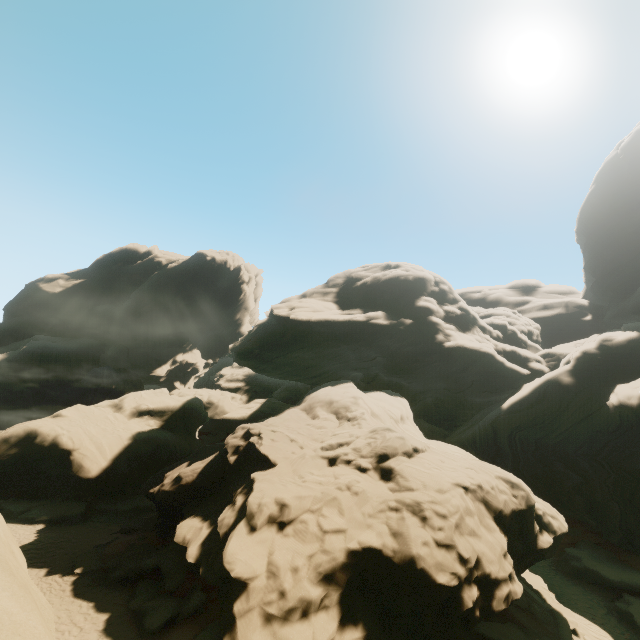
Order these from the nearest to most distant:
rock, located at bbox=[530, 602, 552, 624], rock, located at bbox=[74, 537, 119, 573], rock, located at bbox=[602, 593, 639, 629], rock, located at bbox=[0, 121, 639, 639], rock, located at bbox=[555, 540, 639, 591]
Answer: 1. rock, located at bbox=[0, 121, 639, 639]
2. rock, located at bbox=[530, 602, 552, 624]
3. rock, located at bbox=[74, 537, 119, 573]
4. rock, located at bbox=[602, 593, 639, 629]
5. rock, located at bbox=[555, 540, 639, 591]

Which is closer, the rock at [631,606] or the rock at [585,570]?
the rock at [631,606]

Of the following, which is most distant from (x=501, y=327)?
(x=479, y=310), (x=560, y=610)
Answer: (x=560, y=610)

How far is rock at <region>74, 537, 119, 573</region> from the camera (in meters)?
15.15

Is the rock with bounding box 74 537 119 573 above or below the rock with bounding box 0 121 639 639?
below

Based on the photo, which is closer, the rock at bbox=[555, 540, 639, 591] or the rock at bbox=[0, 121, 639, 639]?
the rock at bbox=[0, 121, 639, 639]

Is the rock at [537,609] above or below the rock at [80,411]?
below
